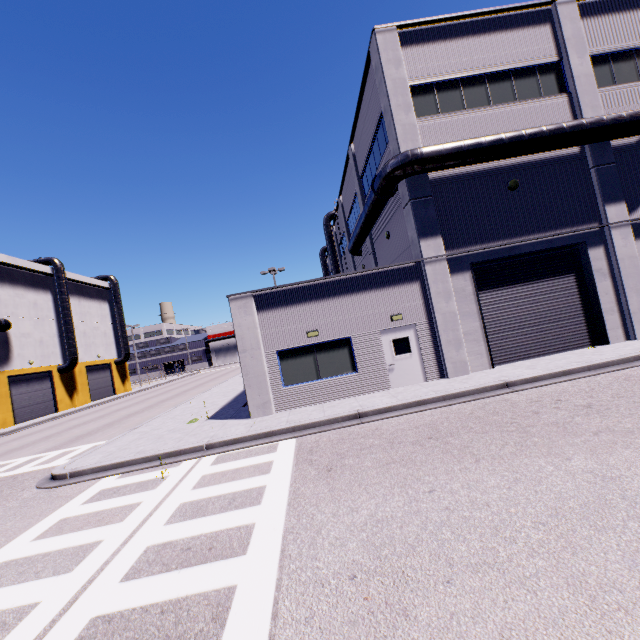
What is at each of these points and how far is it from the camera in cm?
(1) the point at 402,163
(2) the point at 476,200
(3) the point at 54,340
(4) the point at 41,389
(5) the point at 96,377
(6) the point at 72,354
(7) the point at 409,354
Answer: (1) vent duct, 1249
(2) building, 1346
(3) building, 3488
(4) roll-up door, 3244
(5) roll-up door, 4081
(6) vent duct, 3462
(7) door, 1309

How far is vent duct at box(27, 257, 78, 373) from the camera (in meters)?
34.58

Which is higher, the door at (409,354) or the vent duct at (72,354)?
the vent duct at (72,354)

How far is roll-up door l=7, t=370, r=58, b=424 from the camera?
29.42m

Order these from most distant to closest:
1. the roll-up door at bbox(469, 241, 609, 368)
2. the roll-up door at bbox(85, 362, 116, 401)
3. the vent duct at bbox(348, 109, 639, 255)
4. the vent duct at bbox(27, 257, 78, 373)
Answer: the roll-up door at bbox(85, 362, 116, 401) → the vent duct at bbox(27, 257, 78, 373) → the roll-up door at bbox(469, 241, 609, 368) → the vent duct at bbox(348, 109, 639, 255)

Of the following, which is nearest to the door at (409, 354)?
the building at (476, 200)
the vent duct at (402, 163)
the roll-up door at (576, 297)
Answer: the building at (476, 200)

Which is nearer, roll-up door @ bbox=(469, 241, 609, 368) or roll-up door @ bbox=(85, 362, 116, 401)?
roll-up door @ bbox=(469, 241, 609, 368)
